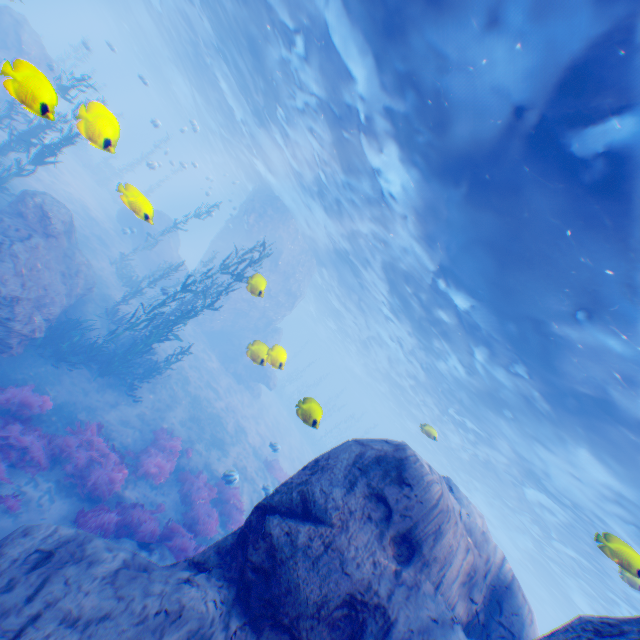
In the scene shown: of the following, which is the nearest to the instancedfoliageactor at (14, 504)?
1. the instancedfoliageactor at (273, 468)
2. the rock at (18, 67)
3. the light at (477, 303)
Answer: the rock at (18, 67)

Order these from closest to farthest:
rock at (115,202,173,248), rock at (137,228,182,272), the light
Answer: rock at (115,202,173,248) < the light < rock at (137,228,182,272)

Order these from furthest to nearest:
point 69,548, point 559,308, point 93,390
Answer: point 93,390, point 559,308, point 69,548

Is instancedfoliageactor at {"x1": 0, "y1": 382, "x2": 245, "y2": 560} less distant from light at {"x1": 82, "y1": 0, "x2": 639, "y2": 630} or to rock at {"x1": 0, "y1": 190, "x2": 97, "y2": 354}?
rock at {"x1": 0, "y1": 190, "x2": 97, "y2": 354}

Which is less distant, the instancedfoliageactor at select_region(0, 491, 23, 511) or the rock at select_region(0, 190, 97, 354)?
the instancedfoliageactor at select_region(0, 491, 23, 511)

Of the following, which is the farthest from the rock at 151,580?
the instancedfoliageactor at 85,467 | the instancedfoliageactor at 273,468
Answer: the instancedfoliageactor at 273,468

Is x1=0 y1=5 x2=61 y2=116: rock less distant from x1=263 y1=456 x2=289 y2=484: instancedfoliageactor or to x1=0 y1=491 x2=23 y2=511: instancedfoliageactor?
x1=0 y1=491 x2=23 y2=511: instancedfoliageactor
